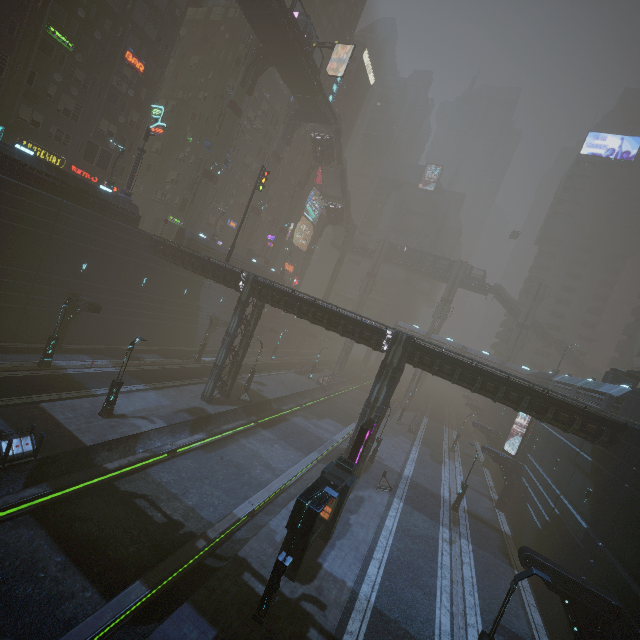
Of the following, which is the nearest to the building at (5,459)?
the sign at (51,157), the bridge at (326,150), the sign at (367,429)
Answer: the sign at (51,157)

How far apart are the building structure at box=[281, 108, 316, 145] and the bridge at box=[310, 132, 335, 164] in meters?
3.6 m

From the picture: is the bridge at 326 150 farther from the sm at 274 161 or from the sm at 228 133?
the sm at 228 133

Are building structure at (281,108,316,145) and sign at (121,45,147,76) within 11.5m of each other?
no

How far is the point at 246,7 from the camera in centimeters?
3409cm

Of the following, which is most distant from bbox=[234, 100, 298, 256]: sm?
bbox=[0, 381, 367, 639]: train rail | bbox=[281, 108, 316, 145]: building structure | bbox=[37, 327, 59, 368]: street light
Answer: bbox=[37, 327, 59, 368]: street light

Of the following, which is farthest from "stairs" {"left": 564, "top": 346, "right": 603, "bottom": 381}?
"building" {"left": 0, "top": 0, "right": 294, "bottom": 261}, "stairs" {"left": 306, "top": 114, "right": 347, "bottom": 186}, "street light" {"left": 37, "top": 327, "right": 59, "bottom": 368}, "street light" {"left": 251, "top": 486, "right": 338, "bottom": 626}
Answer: "street light" {"left": 37, "top": 327, "right": 59, "bottom": 368}

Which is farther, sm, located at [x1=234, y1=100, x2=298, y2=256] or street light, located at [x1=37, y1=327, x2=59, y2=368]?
sm, located at [x1=234, y1=100, x2=298, y2=256]
